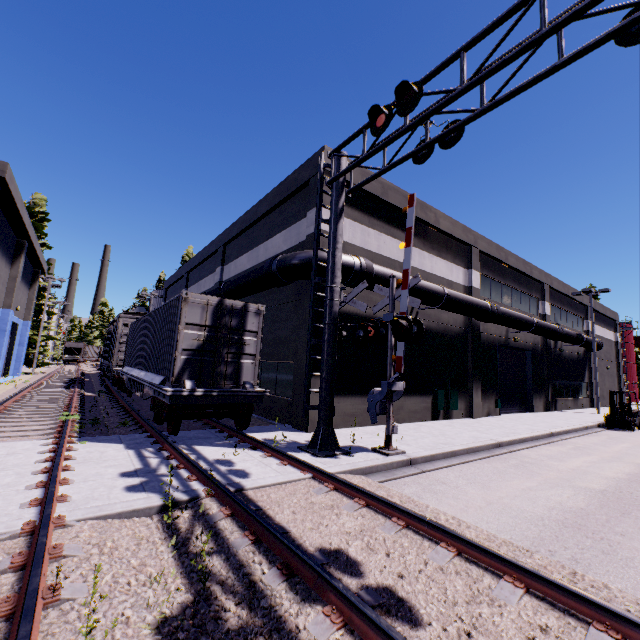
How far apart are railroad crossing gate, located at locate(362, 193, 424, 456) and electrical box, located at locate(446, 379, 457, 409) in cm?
727

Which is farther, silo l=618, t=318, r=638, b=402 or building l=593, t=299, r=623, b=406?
silo l=618, t=318, r=638, b=402

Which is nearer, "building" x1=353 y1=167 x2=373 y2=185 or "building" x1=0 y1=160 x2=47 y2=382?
"building" x1=353 y1=167 x2=373 y2=185

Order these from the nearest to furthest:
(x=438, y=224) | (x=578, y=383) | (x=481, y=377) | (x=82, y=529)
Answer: (x=82, y=529), (x=438, y=224), (x=481, y=377), (x=578, y=383)

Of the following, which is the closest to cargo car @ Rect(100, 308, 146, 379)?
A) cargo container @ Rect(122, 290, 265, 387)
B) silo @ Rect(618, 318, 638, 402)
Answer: cargo container @ Rect(122, 290, 265, 387)

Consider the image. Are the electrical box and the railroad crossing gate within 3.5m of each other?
no

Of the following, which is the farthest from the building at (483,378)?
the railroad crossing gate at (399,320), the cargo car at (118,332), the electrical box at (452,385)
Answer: the railroad crossing gate at (399,320)

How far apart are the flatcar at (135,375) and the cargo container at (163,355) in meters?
0.0
